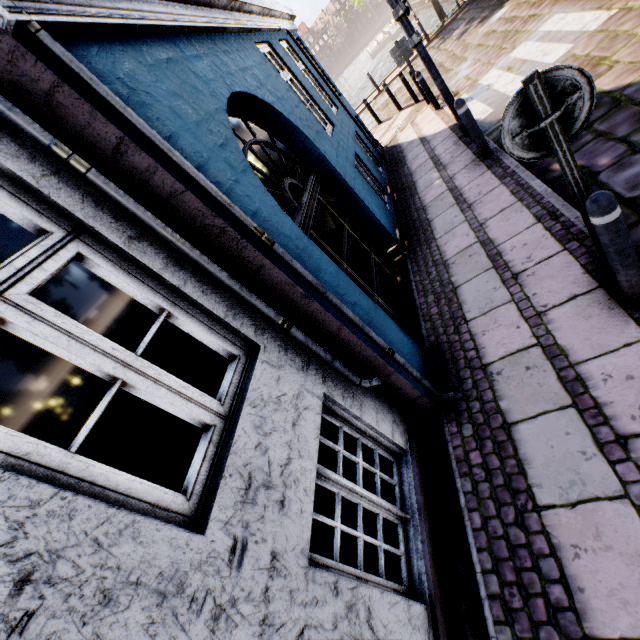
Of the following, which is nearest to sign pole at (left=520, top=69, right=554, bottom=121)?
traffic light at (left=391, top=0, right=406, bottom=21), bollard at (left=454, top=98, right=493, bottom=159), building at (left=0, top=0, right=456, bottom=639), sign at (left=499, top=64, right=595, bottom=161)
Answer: sign at (left=499, top=64, right=595, bottom=161)

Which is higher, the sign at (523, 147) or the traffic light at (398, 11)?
the traffic light at (398, 11)

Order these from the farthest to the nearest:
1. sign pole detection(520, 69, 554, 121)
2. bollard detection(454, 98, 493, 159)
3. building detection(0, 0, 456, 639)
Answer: bollard detection(454, 98, 493, 159) → sign pole detection(520, 69, 554, 121) → building detection(0, 0, 456, 639)

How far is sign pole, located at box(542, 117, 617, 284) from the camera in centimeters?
213cm

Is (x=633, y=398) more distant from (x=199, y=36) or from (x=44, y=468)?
(x=199, y=36)

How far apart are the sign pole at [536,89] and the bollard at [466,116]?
3.65m

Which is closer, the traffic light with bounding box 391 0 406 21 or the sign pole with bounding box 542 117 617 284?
the sign pole with bounding box 542 117 617 284

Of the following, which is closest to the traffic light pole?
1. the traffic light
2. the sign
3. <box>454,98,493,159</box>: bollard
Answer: the traffic light
